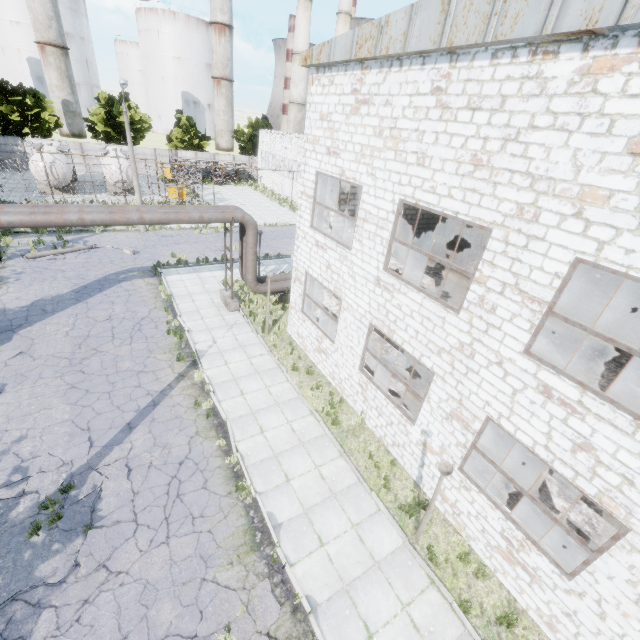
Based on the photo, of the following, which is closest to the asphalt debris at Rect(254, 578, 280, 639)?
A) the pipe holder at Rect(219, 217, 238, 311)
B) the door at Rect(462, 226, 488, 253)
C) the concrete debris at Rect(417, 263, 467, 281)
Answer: the concrete debris at Rect(417, 263, 467, 281)

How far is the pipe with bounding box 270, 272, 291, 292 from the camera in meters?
18.5

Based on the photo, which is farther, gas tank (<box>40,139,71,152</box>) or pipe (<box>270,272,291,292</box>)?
gas tank (<box>40,139,71,152</box>)

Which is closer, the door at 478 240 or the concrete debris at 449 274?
the concrete debris at 449 274

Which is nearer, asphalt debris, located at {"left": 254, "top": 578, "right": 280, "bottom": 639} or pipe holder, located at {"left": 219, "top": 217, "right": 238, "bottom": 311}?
asphalt debris, located at {"left": 254, "top": 578, "right": 280, "bottom": 639}

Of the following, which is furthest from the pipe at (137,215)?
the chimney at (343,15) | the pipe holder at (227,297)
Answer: the chimney at (343,15)

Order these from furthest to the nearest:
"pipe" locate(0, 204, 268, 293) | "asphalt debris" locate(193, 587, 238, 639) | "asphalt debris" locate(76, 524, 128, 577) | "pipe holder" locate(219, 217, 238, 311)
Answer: "pipe holder" locate(219, 217, 238, 311) → "pipe" locate(0, 204, 268, 293) → "asphalt debris" locate(76, 524, 128, 577) → "asphalt debris" locate(193, 587, 238, 639)

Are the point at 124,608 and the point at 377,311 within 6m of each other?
no
